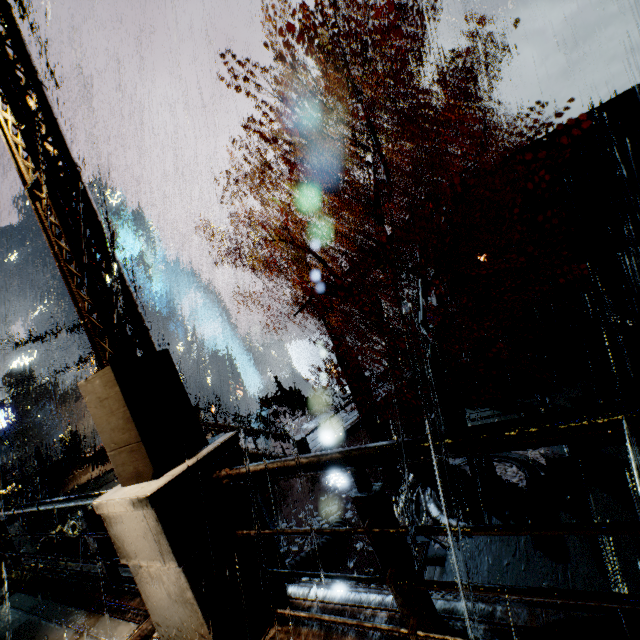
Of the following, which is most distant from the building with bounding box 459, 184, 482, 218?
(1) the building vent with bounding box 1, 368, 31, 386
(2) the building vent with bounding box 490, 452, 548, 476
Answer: (2) the building vent with bounding box 490, 452, 548, 476

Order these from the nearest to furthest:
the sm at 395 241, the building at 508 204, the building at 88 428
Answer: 1. the building at 508 204
2. the sm at 395 241
3. the building at 88 428

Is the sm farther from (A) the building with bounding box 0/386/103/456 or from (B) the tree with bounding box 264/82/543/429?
(B) the tree with bounding box 264/82/543/429

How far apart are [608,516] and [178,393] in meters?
5.9

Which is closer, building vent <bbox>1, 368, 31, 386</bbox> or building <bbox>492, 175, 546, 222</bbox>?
building <bbox>492, 175, 546, 222</bbox>

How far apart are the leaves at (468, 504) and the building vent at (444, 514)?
0.0m

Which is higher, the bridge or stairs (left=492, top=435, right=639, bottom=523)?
the bridge

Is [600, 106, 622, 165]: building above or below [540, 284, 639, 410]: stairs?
above
